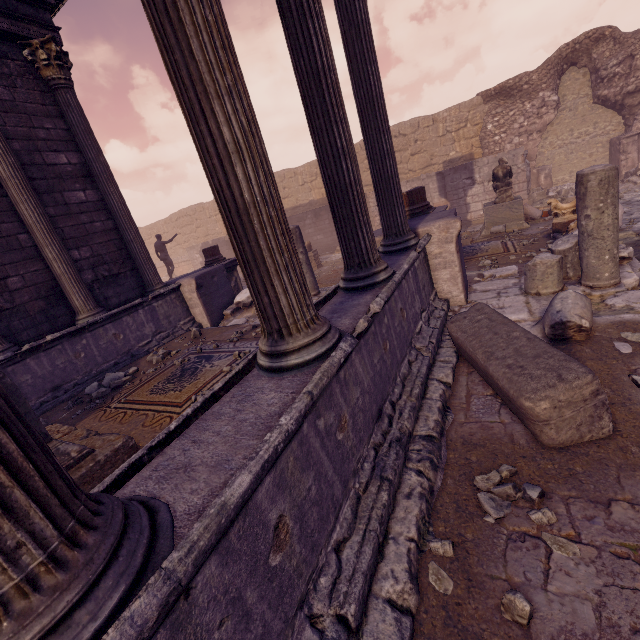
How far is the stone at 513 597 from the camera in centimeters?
177cm

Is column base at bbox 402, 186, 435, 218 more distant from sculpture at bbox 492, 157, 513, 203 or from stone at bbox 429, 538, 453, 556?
stone at bbox 429, 538, 453, 556

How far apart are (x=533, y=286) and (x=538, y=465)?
3.4m

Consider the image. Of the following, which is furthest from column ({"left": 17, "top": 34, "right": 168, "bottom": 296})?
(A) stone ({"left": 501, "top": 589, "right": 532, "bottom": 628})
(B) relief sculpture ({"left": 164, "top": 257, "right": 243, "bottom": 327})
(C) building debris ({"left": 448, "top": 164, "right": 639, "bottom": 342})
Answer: (A) stone ({"left": 501, "top": 589, "right": 532, "bottom": 628})

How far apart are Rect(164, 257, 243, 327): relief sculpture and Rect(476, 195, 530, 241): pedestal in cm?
785

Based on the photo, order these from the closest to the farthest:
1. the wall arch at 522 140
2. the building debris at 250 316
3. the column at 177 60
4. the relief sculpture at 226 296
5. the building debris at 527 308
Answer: the column at 177 60 → the building debris at 527 308 → the building debris at 250 316 → the relief sculpture at 226 296 → the wall arch at 522 140

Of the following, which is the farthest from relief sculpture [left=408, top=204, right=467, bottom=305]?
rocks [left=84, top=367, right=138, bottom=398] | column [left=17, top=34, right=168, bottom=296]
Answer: column [left=17, top=34, right=168, bottom=296]

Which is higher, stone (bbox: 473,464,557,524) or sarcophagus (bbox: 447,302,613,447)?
sarcophagus (bbox: 447,302,613,447)
